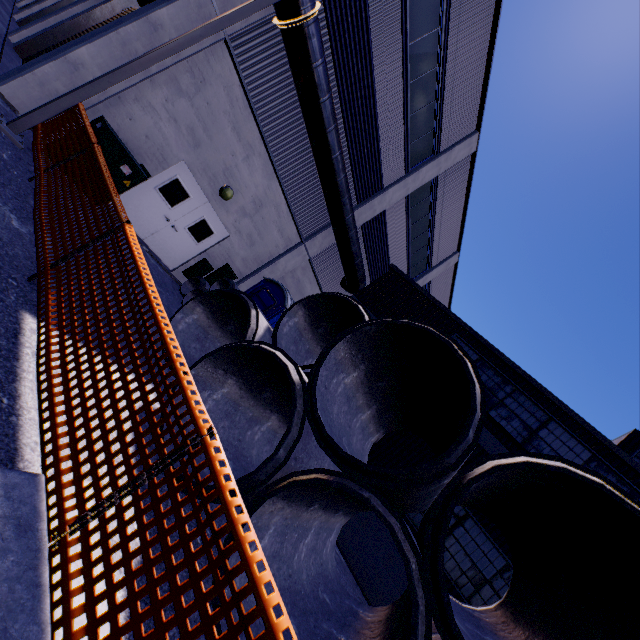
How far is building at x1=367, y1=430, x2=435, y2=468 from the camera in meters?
9.7

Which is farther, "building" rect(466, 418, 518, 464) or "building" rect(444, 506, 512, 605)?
"building" rect(466, 418, 518, 464)

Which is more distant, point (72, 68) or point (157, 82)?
point (157, 82)

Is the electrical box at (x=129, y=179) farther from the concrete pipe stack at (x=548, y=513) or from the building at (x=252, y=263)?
the concrete pipe stack at (x=548, y=513)

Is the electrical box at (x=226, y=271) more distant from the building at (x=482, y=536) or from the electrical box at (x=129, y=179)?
the electrical box at (x=129, y=179)

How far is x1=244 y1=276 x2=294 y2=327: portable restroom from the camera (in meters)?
9.26

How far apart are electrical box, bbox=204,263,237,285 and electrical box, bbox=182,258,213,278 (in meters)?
0.22

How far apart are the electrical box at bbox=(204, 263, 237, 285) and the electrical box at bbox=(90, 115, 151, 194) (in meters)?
4.74
